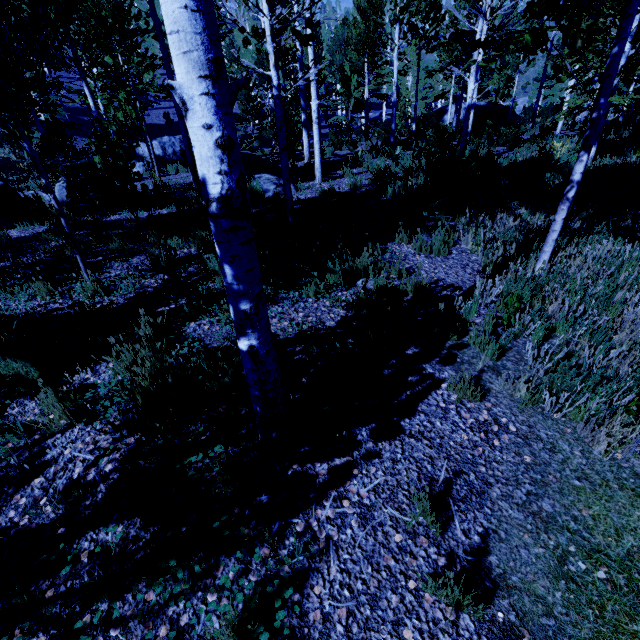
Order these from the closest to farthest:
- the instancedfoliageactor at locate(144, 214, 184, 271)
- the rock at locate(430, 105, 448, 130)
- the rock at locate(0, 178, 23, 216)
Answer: the instancedfoliageactor at locate(144, 214, 184, 271)
the rock at locate(0, 178, 23, 216)
the rock at locate(430, 105, 448, 130)

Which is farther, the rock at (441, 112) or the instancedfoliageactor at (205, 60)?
the rock at (441, 112)

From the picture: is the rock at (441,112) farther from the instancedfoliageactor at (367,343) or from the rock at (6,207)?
the rock at (6,207)

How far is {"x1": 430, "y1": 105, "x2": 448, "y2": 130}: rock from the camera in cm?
2925

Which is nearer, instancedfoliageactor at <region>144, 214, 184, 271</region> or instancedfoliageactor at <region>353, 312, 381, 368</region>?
instancedfoliageactor at <region>353, 312, 381, 368</region>

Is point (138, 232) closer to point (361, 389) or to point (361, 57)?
point (361, 389)

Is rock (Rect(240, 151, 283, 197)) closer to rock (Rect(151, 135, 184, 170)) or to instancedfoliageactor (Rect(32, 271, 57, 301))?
instancedfoliageactor (Rect(32, 271, 57, 301))
